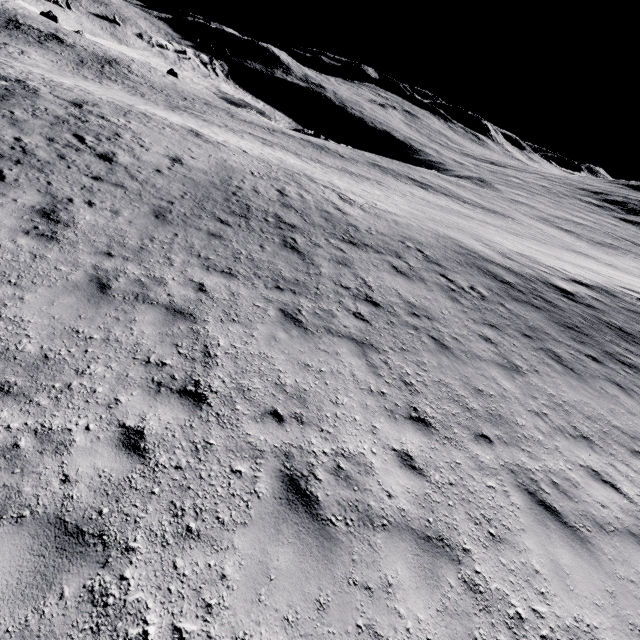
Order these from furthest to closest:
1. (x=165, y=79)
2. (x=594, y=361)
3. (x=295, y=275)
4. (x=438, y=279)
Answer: (x=165, y=79)
(x=438, y=279)
(x=594, y=361)
(x=295, y=275)
